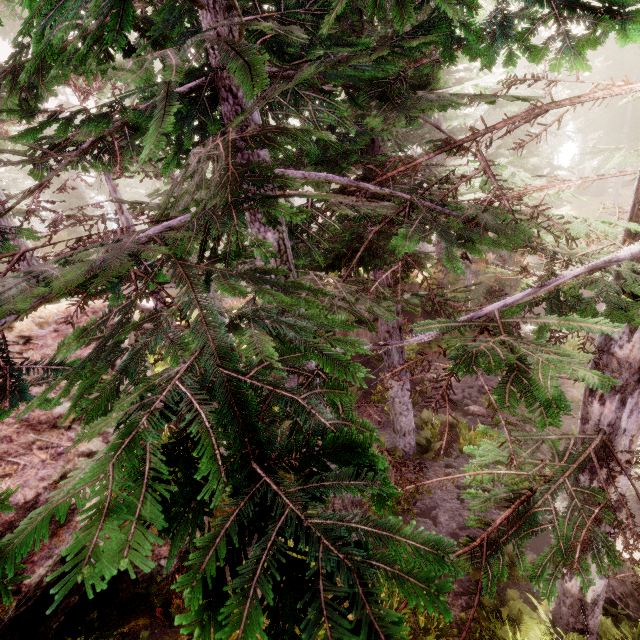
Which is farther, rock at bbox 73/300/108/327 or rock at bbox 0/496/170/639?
rock at bbox 73/300/108/327

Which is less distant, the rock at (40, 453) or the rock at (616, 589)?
the rock at (40, 453)

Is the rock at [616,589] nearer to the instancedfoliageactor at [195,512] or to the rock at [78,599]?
the instancedfoliageactor at [195,512]

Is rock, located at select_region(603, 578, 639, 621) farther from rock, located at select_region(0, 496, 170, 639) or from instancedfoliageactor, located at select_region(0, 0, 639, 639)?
rock, located at select_region(0, 496, 170, 639)

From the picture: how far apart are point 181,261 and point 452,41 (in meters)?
3.42

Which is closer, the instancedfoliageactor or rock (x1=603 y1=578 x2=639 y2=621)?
the instancedfoliageactor

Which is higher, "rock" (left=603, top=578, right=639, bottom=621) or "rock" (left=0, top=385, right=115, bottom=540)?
"rock" (left=0, top=385, right=115, bottom=540)
